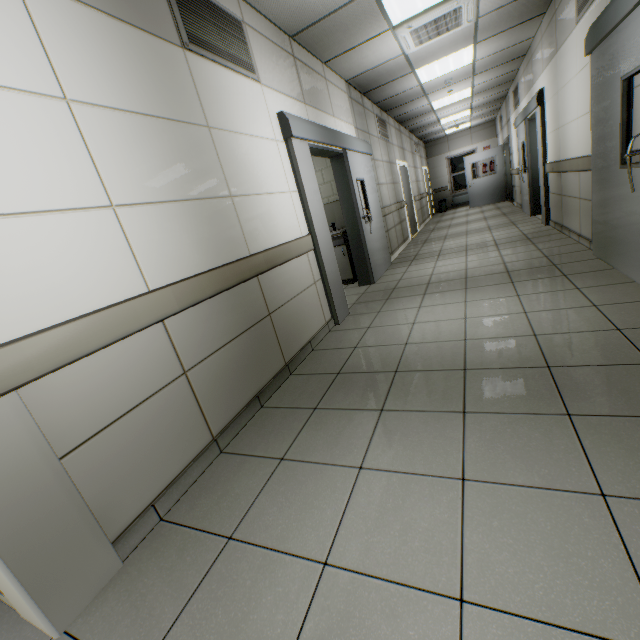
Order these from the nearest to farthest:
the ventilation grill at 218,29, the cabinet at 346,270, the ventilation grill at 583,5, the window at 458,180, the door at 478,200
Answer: the ventilation grill at 218,29, the ventilation grill at 583,5, the cabinet at 346,270, the door at 478,200, the window at 458,180

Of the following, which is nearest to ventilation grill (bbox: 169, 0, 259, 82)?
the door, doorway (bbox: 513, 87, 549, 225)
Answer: doorway (bbox: 513, 87, 549, 225)

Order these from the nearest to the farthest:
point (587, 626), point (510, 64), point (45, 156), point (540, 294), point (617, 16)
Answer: point (587, 626)
point (45, 156)
point (617, 16)
point (540, 294)
point (510, 64)

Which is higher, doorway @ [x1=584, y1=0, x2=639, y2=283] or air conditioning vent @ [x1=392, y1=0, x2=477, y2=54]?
air conditioning vent @ [x1=392, y1=0, x2=477, y2=54]

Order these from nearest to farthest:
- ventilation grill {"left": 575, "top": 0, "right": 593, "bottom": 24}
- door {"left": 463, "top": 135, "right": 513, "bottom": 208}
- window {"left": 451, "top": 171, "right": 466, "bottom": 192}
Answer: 1. ventilation grill {"left": 575, "top": 0, "right": 593, "bottom": 24}
2. door {"left": 463, "top": 135, "right": 513, "bottom": 208}
3. window {"left": 451, "top": 171, "right": 466, "bottom": 192}

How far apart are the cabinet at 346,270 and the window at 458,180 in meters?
12.9

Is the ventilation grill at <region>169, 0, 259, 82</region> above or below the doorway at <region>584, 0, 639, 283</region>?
above

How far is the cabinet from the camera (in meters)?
5.72
